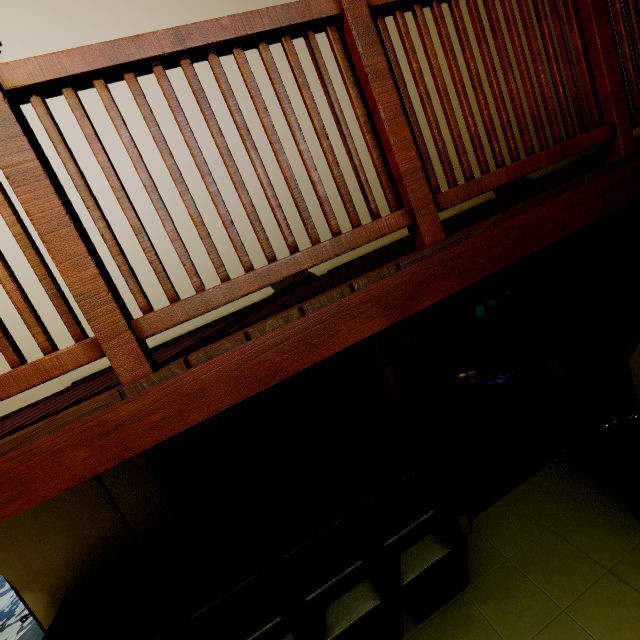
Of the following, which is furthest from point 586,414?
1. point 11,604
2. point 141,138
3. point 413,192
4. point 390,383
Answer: point 11,604

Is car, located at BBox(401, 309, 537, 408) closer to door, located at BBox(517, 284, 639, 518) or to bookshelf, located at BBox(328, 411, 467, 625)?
door, located at BBox(517, 284, 639, 518)

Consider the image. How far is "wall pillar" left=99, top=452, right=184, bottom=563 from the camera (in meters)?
2.32

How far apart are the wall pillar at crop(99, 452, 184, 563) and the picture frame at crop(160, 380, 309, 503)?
0.16m

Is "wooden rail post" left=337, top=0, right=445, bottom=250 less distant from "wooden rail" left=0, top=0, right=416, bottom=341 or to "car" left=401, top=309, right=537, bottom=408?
"wooden rail" left=0, top=0, right=416, bottom=341

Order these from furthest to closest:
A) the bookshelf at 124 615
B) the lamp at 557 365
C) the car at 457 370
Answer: the car at 457 370, the lamp at 557 365, the bookshelf at 124 615

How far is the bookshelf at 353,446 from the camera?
2.5m

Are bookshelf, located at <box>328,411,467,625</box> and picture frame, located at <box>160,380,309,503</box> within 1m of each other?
yes
